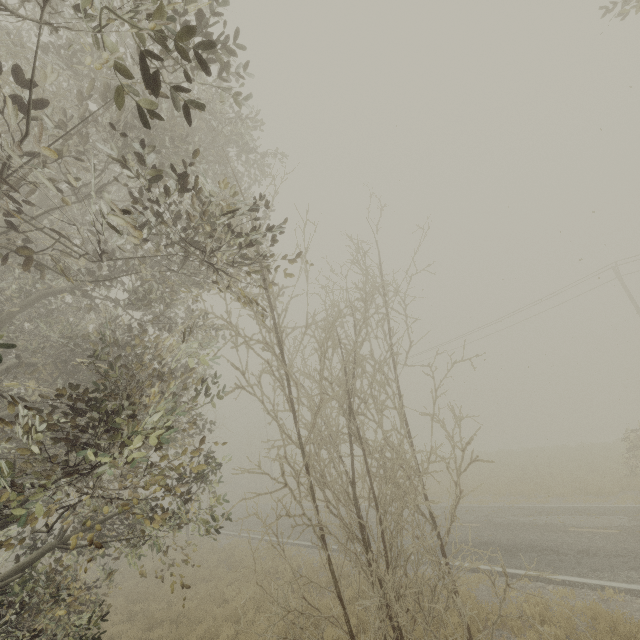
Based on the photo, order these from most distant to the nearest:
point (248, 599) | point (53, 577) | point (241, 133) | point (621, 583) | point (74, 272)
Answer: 1. point (248, 599)
2. point (74, 272)
3. point (241, 133)
4. point (621, 583)
5. point (53, 577)
